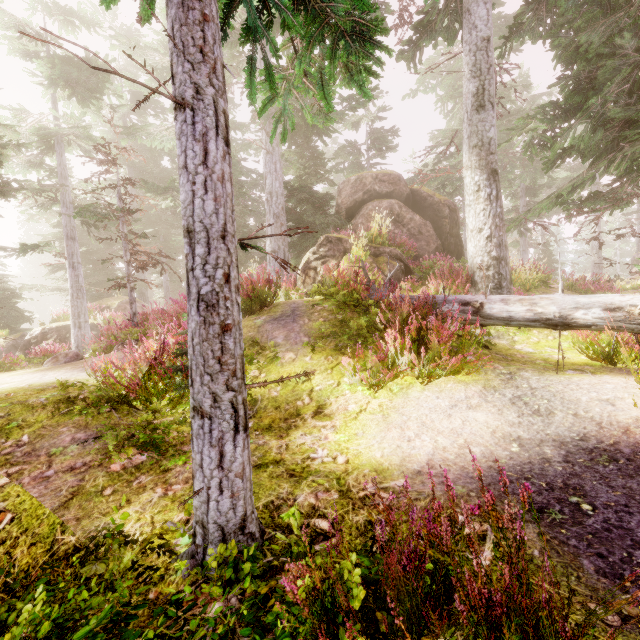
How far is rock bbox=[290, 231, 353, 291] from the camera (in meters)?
10.16

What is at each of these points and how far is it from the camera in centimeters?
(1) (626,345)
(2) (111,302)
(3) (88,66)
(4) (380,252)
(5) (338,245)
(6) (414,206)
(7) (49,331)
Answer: (1) instancedfoliageactor, 287cm
(2) rock, 2241cm
(3) instancedfoliageactor, 1523cm
(4) rock, 1046cm
(5) rock, 1041cm
(6) rock, 1616cm
(7) rock, 2006cm

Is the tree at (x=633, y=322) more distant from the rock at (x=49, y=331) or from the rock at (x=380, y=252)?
the rock at (x=49, y=331)

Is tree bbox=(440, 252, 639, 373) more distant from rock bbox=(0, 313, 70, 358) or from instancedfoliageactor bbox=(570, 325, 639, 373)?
rock bbox=(0, 313, 70, 358)

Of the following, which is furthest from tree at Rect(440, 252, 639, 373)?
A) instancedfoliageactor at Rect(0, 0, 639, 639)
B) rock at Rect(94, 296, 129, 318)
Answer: rock at Rect(94, 296, 129, 318)

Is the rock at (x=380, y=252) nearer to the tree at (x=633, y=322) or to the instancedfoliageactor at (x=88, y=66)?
the instancedfoliageactor at (x=88, y=66)

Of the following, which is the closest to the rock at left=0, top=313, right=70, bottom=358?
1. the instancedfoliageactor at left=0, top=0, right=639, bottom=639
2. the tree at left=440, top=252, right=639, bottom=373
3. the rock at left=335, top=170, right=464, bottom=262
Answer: the instancedfoliageactor at left=0, top=0, right=639, bottom=639

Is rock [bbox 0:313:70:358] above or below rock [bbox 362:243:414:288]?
below
